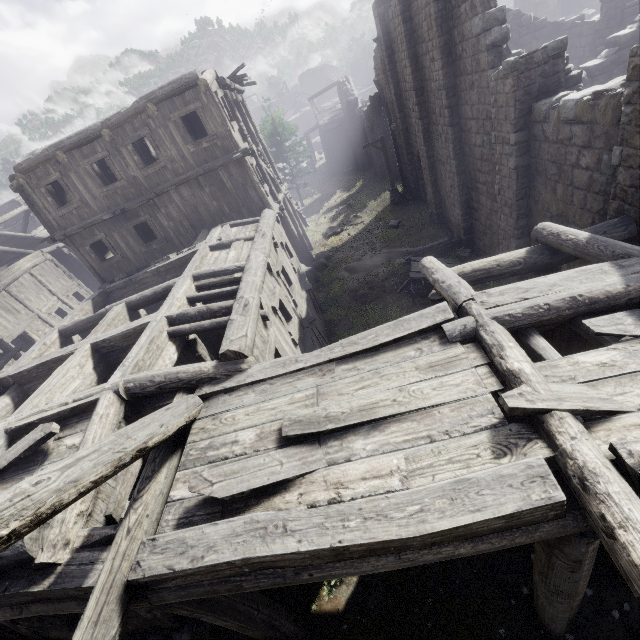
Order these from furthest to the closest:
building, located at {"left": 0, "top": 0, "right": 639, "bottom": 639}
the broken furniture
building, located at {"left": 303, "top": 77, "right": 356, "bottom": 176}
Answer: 1. building, located at {"left": 303, "top": 77, "right": 356, "bottom": 176}
2. the broken furniture
3. building, located at {"left": 0, "top": 0, "right": 639, "bottom": 639}

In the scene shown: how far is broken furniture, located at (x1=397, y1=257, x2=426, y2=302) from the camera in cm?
1455

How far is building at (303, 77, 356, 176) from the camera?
35.34m

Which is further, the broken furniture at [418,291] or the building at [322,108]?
the building at [322,108]

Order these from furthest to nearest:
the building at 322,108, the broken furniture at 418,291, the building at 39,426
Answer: the building at 322,108 < the broken furniture at 418,291 < the building at 39,426

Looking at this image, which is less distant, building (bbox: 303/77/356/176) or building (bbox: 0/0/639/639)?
building (bbox: 0/0/639/639)

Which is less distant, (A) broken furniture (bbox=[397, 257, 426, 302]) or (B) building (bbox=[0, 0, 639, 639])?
(B) building (bbox=[0, 0, 639, 639])

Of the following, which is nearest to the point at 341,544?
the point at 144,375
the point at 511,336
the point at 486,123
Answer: the point at 511,336
